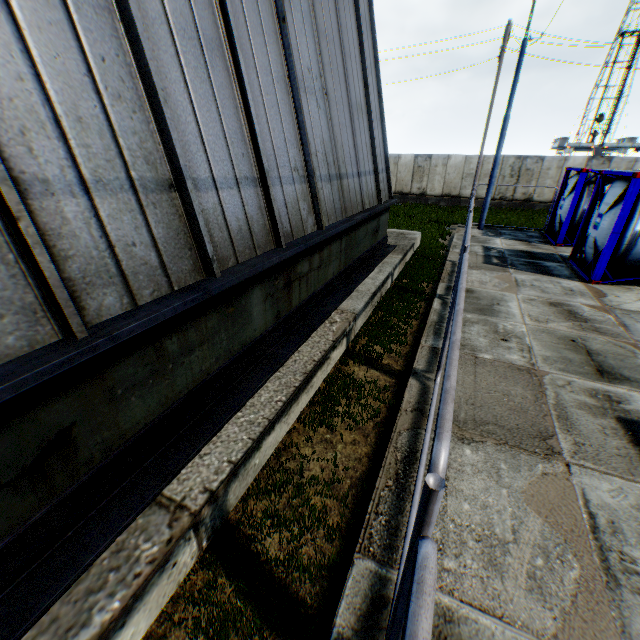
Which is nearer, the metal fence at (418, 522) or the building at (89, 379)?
the metal fence at (418, 522)

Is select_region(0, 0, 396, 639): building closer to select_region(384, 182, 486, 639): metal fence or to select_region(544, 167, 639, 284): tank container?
select_region(384, 182, 486, 639): metal fence

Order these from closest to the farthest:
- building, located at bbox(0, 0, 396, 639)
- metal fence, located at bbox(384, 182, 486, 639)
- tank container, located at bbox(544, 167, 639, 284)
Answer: metal fence, located at bbox(384, 182, 486, 639), building, located at bbox(0, 0, 396, 639), tank container, located at bbox(544, 167, 639, 284)

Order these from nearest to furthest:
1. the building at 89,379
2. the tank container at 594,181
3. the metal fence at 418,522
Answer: the metal fence at 418,522 → the building at 89,379 → the tank container at 594,181

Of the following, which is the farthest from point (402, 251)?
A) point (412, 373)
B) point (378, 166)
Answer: point (412, 373)

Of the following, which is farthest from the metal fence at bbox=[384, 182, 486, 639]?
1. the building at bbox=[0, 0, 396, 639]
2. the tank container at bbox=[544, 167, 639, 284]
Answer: the tank container at bbox=[544, 167, 639, 284]

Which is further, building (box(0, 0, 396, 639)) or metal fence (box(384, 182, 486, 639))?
building (box(0, 0, 396, 639))
